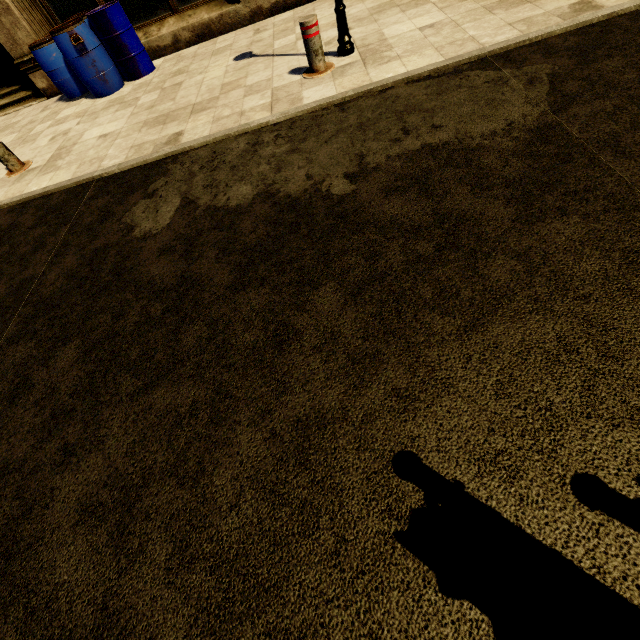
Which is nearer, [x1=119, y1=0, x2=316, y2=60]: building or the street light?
the street light

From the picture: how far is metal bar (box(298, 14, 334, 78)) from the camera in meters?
3.9 m

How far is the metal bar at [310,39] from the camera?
3.9m

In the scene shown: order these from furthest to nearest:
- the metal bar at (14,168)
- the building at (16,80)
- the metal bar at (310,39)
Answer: the building at (16,80)
the metal bar at (14,168)
the metal bar at (310,39)

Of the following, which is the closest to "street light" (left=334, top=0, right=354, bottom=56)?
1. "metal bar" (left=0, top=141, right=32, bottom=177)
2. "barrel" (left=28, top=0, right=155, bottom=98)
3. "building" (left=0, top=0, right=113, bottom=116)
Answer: "building" (left=0, top=0, right=113, bottom=116)

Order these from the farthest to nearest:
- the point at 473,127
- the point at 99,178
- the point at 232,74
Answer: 1. the point at 232,74
2. the point at 99,178
3. the point at 473,127

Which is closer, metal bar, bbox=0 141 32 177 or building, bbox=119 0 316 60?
metal bar, bbox=0 141 32 177

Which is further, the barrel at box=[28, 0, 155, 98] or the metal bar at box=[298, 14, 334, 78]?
the barrel at box=[28, 0, 155, 98]
